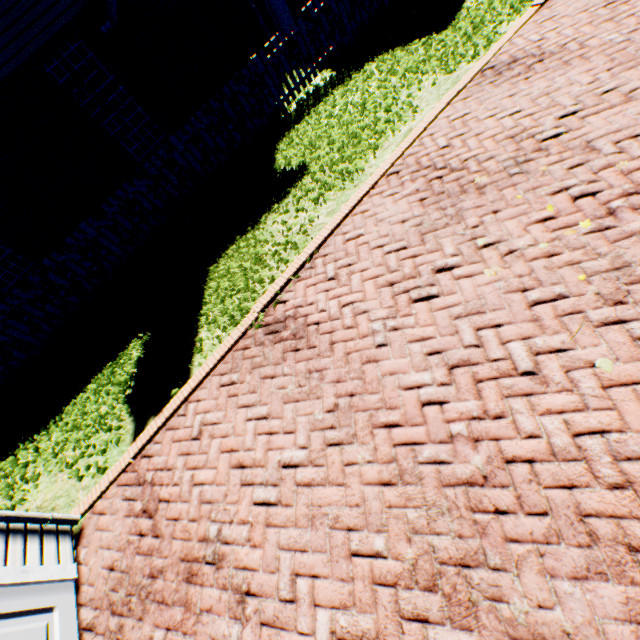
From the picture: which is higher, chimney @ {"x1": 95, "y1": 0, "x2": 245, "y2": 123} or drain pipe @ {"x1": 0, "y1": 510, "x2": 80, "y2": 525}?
chimney @ {"x1": 95, "y1": 0, "x2": 245, "y2": 123}

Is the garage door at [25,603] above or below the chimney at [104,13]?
below

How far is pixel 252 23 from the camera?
9.4 meters

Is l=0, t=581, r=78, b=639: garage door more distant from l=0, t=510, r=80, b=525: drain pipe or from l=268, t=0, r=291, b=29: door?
l=268, t=0, r=291, b=29: door

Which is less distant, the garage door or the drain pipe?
the garage door

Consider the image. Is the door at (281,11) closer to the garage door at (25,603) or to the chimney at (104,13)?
the chimney at (104,13)

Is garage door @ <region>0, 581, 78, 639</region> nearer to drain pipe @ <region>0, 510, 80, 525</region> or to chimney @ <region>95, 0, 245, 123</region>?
drain pipe @ <region>0, 510, 80, 525</region>

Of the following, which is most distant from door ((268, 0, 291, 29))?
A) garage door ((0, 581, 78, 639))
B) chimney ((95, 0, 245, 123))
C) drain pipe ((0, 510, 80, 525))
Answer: garage door ((0, 581, 78, 639))
